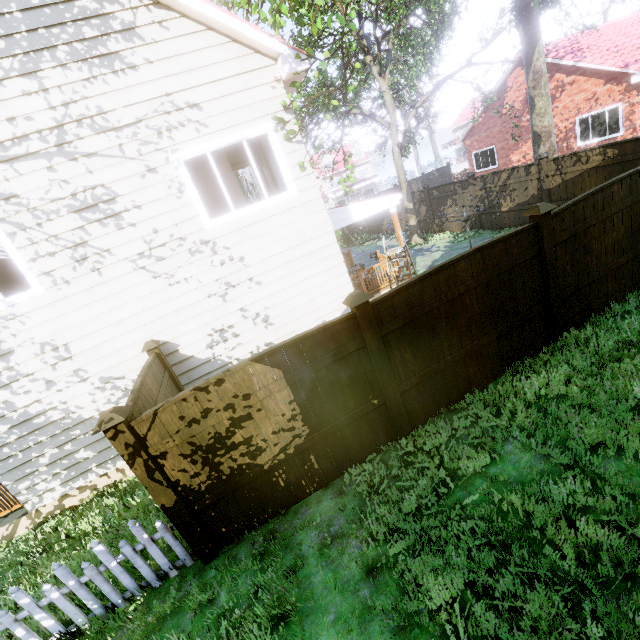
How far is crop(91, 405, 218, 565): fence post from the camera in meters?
3.6 m

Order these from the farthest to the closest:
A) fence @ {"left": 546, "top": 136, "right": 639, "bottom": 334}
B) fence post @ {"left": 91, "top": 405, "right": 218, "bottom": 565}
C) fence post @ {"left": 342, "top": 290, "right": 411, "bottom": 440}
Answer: fence @ {"left": 546, "top": 136, "right": 639, "bottom": 334} → fence post @ {"left": 342, "top": 290, "right": 411, "bottom": 440} → fence post @ {"left": 91, "top": 405, "right": 218, "bottom": 565}

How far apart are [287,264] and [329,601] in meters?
5.6 m

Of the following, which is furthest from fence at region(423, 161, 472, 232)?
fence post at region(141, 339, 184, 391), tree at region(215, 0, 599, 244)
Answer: tree at region(215, 0, 599, 244)

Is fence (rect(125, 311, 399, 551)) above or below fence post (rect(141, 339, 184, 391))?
below

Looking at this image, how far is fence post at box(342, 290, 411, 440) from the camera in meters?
4.3

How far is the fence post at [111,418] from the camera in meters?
3.6 m

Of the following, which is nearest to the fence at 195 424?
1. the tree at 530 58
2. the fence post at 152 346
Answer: the fence post at 152 346
